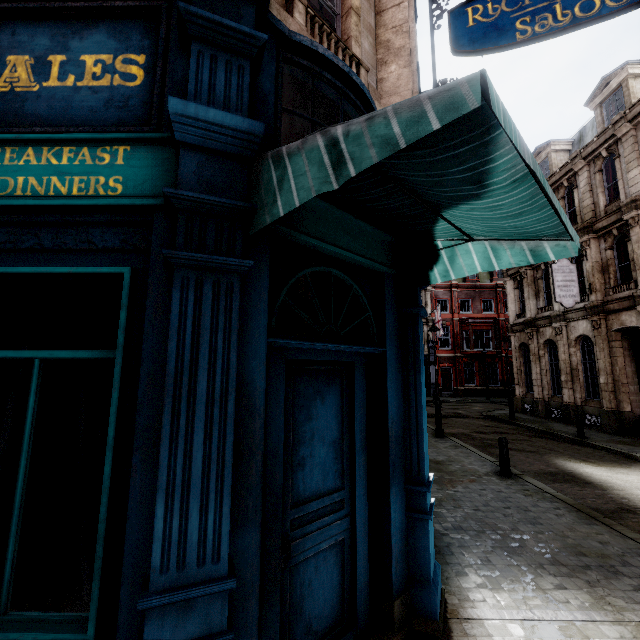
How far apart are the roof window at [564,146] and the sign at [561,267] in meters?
6.2

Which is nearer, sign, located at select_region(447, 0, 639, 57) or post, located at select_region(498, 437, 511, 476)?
sign, located at select_region(447, 0, 639, 57)

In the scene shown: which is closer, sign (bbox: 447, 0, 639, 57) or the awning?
the awning

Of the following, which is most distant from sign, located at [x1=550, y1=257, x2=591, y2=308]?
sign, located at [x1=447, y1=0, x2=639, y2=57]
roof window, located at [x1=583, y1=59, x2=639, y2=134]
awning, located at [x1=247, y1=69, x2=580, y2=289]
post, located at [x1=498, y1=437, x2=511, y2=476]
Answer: awning, located at [x1=247, y1=69, x2=580, y2=289]

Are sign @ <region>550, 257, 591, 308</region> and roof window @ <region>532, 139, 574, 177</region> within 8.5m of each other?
yes

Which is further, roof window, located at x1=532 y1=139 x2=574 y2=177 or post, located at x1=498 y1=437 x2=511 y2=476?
roof window, located at x1=532 y1=139 x2=574 y2=177

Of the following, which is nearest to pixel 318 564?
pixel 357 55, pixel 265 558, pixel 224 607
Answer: pixel 265 558

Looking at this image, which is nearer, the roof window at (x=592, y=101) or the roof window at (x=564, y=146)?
the roof window at (x=592, y=101)
